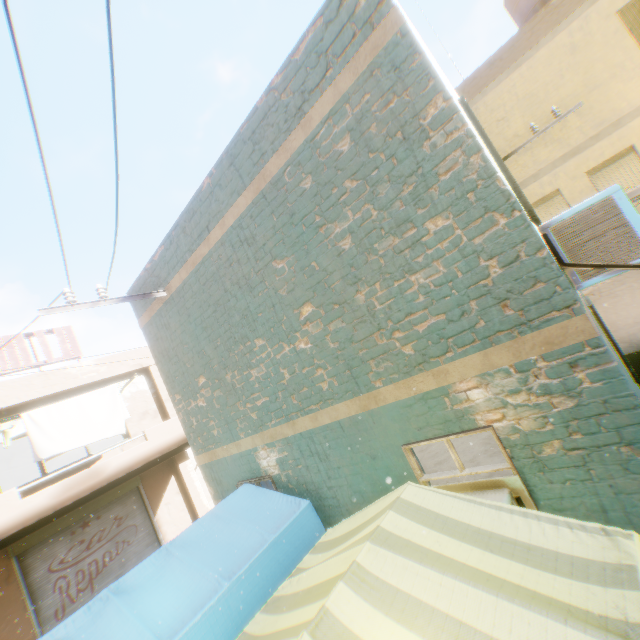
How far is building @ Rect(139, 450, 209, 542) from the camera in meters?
11.3

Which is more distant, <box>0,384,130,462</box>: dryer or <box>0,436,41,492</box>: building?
<box>0,436,41,492</box>: building

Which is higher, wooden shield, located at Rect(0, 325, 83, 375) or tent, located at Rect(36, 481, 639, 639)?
wooden shield, located at Rect(0, 325, 83, 375)

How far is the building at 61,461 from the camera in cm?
1672

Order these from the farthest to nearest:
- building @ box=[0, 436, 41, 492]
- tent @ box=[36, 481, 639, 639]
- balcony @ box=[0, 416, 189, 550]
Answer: building @ box=[0, 436, 41, 492] → balcony @ box=[0, 416, 189, 550] → tent @ box=[36, 481, 639, 639]

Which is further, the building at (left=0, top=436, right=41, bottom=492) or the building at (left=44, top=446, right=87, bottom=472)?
the building at (left=44, top=446, right=87, bottom=472)

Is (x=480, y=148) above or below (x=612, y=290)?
above
